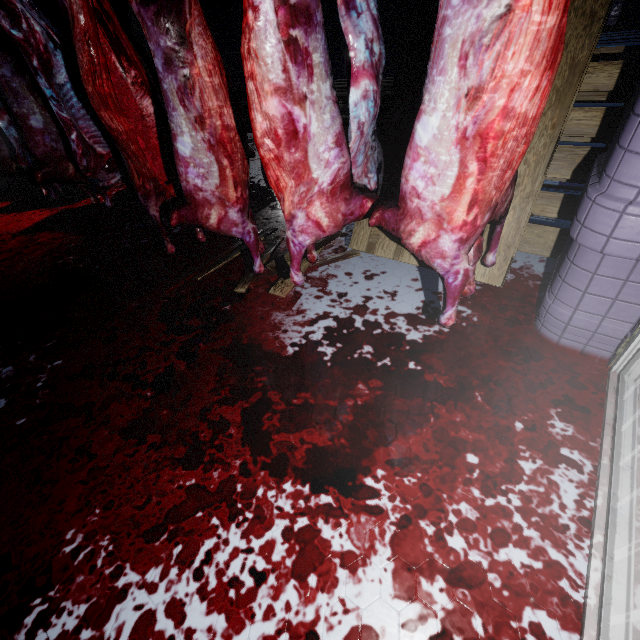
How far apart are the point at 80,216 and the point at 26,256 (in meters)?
0.87

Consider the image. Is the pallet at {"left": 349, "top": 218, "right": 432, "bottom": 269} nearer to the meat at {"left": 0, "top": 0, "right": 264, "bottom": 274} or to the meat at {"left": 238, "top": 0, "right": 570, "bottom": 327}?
the meat at {"left": 238, "top": 0, "right": 570, "bottom": 327}

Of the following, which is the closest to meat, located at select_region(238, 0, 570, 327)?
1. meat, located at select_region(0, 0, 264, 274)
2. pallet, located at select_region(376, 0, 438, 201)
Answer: pallet, located at select_region(376, 0, 438, 201)

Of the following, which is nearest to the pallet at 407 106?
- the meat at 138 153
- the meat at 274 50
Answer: the meat at 274 50

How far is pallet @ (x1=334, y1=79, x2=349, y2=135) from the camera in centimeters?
289cm

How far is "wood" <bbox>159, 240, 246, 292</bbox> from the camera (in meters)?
2.34

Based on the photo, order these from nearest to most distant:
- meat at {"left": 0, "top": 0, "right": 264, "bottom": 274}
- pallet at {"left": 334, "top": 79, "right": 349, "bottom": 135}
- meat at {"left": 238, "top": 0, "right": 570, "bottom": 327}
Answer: meat at {"left": 238, "top": 0, "right": 570, "bottom": 327} → meat at {"left": 0, "top": 0, "right": 264, "bottom": 274} → pallet at {"left": 334, "top": 79, "right": 349, "bottom": 135}
